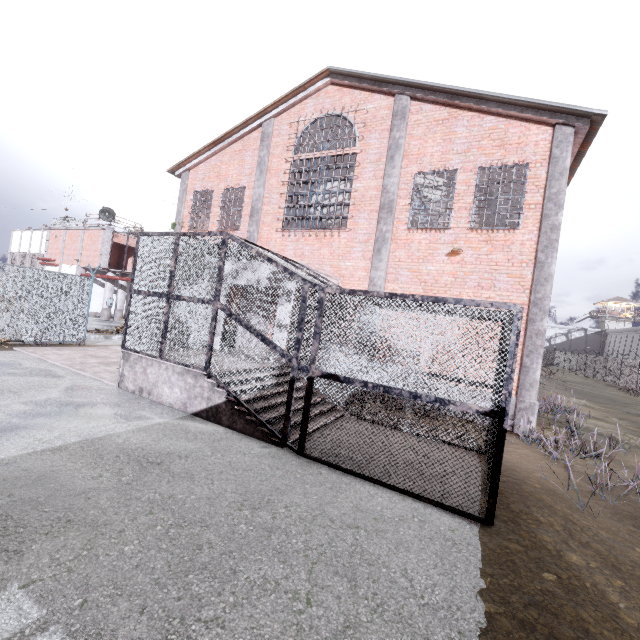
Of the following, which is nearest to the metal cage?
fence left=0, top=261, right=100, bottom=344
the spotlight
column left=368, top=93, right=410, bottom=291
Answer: column left=368, top=93, right=410, bottom=291

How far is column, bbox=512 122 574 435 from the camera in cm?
915

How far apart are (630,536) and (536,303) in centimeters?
611cm

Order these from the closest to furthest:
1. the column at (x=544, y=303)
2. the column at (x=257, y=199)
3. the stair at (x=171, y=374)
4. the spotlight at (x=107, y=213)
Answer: the stair at (x=171, y=374) < the column at (x=544, y=303) < the column at (x=257, y=199) < the spotlight at (x=107, y=213)

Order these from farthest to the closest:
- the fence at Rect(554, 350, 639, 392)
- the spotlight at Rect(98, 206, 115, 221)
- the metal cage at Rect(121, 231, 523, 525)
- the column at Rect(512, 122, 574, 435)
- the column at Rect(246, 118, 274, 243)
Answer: the fence at Rect(554, 350, 639, 392), the spotlight at Rect(98, 206, 115, 221), the column at Rect(246, 118, 274, 243), the column at Rect(512, 122, 574, 435), the metal cage at Rect(121, 231, 523, 525)

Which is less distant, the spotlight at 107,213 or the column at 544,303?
the column at 544,303

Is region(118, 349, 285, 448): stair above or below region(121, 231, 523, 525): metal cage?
below

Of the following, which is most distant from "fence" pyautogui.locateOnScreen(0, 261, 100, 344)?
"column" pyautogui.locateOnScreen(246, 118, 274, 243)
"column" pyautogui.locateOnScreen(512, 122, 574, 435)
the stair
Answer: "column" pyautogui.locateOnScreen(512, 122, 574, 435)
